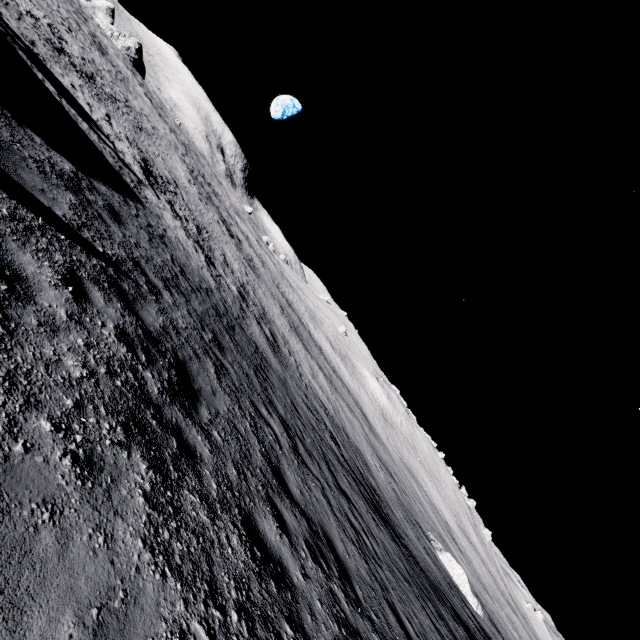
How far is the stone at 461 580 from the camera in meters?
26.3 m

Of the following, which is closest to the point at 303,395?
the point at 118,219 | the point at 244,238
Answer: the point at 118,219

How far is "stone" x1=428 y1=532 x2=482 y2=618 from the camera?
26.3m
